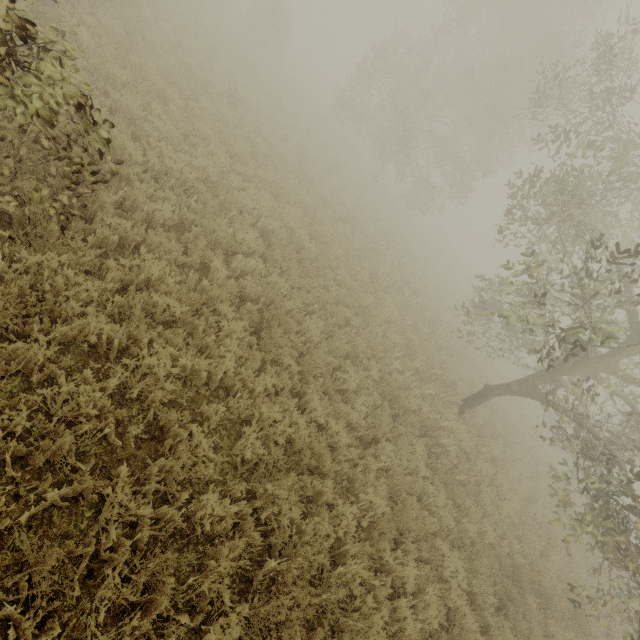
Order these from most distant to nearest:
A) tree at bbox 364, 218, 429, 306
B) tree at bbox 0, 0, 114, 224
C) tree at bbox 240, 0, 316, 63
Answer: tree at bbox 240, 0, 316, 63 → tree at bbox 364, 218, 429, 306 → tree at bbox 0, 0, 114, 224

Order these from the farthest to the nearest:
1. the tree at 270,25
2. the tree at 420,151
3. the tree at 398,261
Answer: the tree at 270,25, the tree at 398,261, the tree at 420,151

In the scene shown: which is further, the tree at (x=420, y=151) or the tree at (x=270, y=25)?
the tree at (x=270, y=25)

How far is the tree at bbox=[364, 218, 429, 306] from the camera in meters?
13.1 m

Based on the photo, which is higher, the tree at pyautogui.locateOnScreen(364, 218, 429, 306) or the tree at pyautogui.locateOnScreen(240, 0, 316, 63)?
the tree at pyautogui.locateOnScreen(240, 0, 316, 63)

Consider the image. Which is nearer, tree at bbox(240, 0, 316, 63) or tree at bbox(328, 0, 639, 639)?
tree at bbox(328, 0, 639, 639)

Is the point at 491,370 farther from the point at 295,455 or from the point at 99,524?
the point at 99,524
